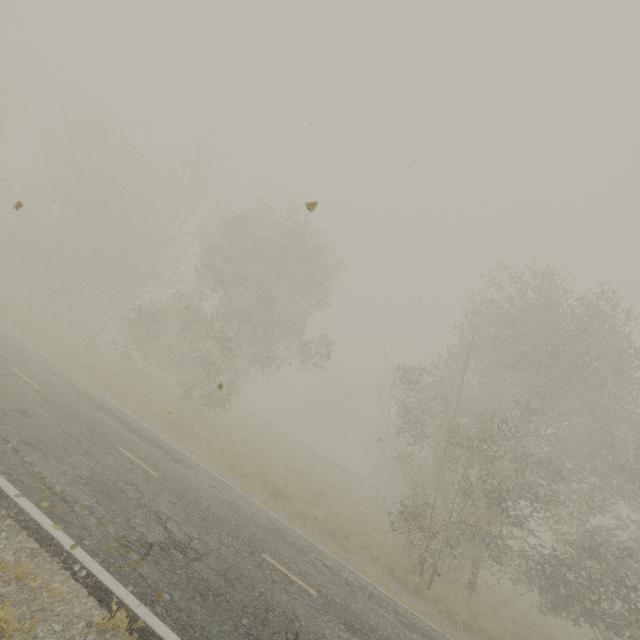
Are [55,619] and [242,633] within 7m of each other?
yes

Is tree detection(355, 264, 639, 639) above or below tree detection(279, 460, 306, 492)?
above

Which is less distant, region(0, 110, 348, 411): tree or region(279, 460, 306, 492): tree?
region(279, 460, 306, 492): tree

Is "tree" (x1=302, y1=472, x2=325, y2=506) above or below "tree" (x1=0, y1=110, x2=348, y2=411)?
below

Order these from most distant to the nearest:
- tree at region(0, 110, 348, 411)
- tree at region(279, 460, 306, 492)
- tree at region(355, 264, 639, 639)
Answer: tree at region(0, 110, 348, 411)
tree at region(279, 460, 306, 492)
tree at region(355, 264, 639, 639)

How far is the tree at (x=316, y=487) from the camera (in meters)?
15.81

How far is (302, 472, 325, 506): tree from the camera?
15.8 meters
